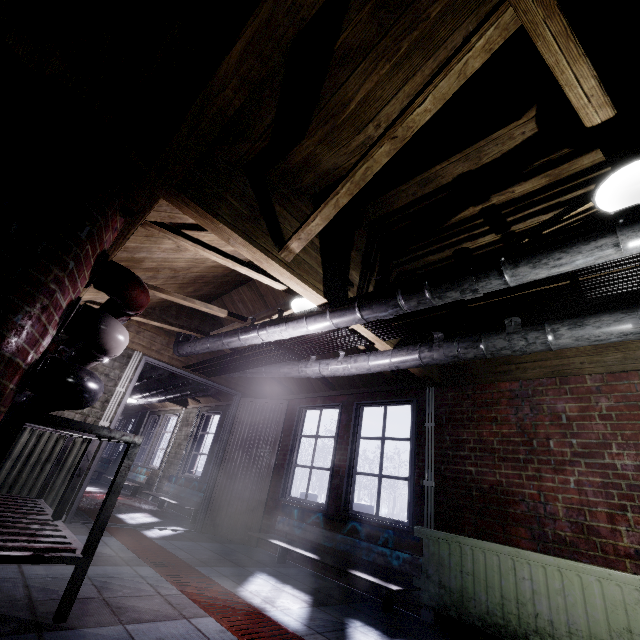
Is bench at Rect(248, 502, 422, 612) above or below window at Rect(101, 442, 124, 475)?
below

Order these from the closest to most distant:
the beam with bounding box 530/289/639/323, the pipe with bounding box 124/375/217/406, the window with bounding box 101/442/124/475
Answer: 1. the beam with bounding box 530/289/639/323
2. the pipe with bounding box 124/375/217/406
3. the window with bounding box 101/442/124/475

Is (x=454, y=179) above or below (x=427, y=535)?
above

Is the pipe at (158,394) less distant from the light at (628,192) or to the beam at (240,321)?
the beam at (240,321)

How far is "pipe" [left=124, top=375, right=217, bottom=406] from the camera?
5.2m

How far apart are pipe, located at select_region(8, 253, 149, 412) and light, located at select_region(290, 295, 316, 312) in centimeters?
138cm

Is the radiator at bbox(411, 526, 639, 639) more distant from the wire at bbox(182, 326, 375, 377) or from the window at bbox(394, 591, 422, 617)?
the wire at bbox(182, 326, 375, 377)

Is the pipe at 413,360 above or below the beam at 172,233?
below
